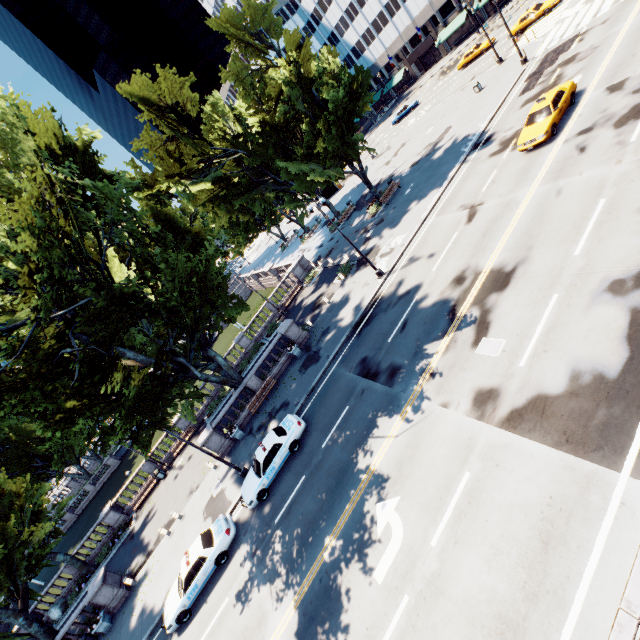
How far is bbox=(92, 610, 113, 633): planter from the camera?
20.0 meters

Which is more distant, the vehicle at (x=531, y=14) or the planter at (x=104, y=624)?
the vehicle at (x=531, y=14)

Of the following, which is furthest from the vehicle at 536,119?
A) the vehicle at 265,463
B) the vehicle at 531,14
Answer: the vehicle at 531,14

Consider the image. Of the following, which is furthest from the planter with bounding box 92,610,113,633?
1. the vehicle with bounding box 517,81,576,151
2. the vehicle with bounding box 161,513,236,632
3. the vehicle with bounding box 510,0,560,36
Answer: the vehicle with bounding box 510,0,560,36

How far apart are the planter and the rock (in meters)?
10.73

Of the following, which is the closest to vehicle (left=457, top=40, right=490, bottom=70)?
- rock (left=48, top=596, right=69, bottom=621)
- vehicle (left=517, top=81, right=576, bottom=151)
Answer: vehicle (left=517, top=81, right=576, bottom=151)

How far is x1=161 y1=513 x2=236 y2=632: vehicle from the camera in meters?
15.7

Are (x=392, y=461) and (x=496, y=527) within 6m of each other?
yes
